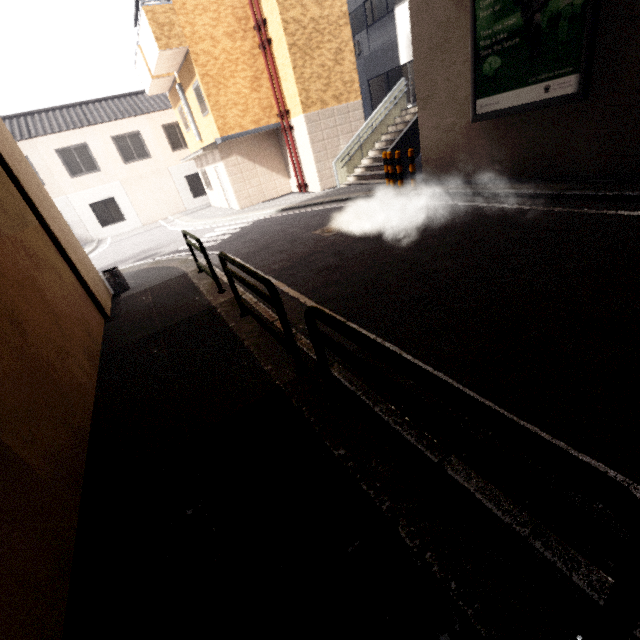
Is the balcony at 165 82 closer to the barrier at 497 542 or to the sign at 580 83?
the sign at 580 83

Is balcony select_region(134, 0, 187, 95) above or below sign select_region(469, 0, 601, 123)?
above

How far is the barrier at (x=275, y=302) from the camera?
3.1m

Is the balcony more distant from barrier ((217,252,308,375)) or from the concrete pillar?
barrier ((217,252,308,375))

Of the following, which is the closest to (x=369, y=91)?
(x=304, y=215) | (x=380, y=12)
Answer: (x=380, y=12)

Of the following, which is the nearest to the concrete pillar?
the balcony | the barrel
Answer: the barrel

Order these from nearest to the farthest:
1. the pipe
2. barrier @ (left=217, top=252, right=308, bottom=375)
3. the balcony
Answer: barrier @ (left=217, top=252, right=308, bottom=375) < the balcony < the pipe

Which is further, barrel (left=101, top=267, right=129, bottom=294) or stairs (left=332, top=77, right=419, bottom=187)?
stairs (left=332, top=77, right=419, bottom=187)
